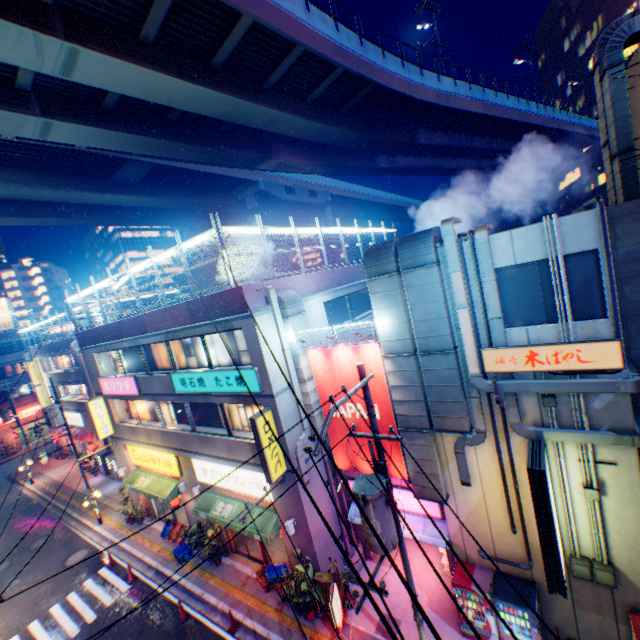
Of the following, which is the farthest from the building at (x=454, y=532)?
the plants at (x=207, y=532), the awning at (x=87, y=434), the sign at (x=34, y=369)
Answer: the sign at (x=34, y=369)

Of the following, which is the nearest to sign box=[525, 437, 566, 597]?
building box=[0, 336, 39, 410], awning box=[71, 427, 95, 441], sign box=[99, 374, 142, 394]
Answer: sign box=[99, 374, 142, 394]

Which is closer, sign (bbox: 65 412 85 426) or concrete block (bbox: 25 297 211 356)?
concrete block (bbox: 25 297 211 356)

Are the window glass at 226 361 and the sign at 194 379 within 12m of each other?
yes

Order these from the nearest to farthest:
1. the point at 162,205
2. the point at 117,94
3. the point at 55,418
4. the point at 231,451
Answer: the point at 231,451
the point at 117,94
the point at 55,418
the point at 162,205

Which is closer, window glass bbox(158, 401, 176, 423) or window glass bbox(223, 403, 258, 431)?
window glass bbox(223, 403, 258, 431)

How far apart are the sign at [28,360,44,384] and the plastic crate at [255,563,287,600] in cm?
3499

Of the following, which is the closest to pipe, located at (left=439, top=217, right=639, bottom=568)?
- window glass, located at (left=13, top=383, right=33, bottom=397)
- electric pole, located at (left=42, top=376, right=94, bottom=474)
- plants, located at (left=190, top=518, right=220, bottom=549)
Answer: plants, located at (left=190, top=518, right=220, bottom=549)
